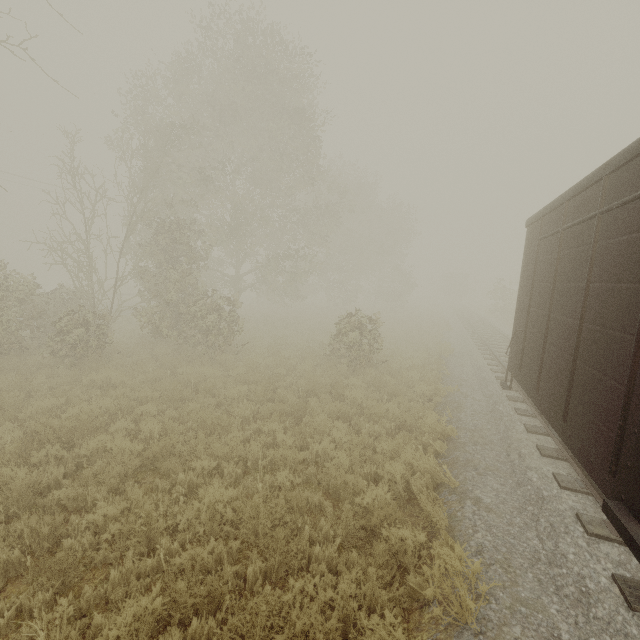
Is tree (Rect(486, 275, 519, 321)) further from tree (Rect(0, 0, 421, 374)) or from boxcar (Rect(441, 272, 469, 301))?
tree (Rect(0, 0, 421, 374))

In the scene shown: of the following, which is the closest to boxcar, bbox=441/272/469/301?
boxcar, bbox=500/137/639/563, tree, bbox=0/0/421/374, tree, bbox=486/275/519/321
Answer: tree, bbox=486/275/519/321

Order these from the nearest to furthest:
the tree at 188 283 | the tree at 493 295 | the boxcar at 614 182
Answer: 1. the boxcar at 614 182
2. the tree at 188 283
3. the tree at 493 295

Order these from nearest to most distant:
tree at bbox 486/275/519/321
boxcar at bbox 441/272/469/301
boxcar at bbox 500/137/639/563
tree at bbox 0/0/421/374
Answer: boxcar at bbox 500/137/639/563, tree at bbox 0/0/421/374, tree at bbox 486/275/519/321, boxcar at bbox 441/272/469/301

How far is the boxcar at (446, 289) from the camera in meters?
51.1

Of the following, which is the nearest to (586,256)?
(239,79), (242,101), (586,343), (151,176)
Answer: (586,343)

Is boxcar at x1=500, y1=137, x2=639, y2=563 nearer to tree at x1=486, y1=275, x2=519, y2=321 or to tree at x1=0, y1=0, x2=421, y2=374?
tree at x1=486, y1=275, x2=519, y2=321

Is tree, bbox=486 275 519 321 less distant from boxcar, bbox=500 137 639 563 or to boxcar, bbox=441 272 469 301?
boxcar, bbox=441 272 469 301
